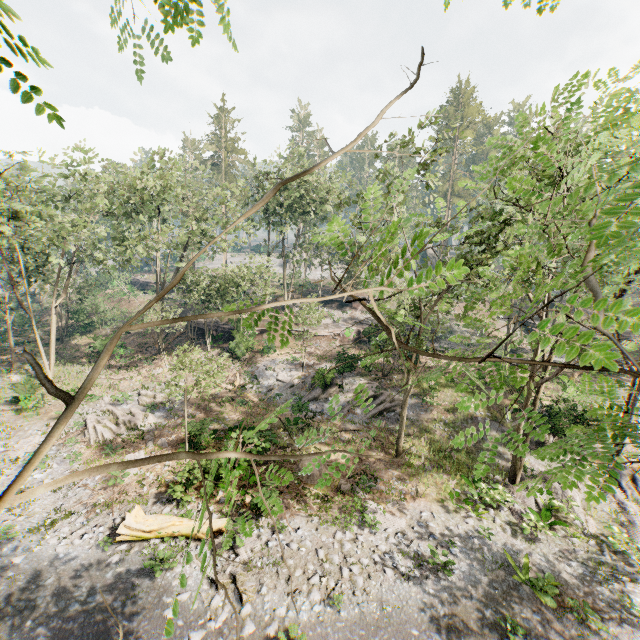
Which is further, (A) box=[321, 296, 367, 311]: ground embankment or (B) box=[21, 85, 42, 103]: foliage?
(A) box=[321, 296, 367, 311]: ground embankment

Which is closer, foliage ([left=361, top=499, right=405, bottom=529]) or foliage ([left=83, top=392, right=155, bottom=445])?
foliage ([left=361, top=499, right=405, bottom=529])

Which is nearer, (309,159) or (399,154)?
(399,154)

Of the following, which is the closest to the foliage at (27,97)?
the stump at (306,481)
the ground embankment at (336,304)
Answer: the ground embankment at (336,304)

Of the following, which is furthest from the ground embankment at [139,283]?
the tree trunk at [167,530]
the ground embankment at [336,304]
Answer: the tree trunk at [167,530]

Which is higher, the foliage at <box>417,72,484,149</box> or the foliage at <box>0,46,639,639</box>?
the foliage at <box>417,72,484,149</box>

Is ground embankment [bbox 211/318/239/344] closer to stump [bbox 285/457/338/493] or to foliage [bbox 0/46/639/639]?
foliage [bbox 0/46/639/639]
